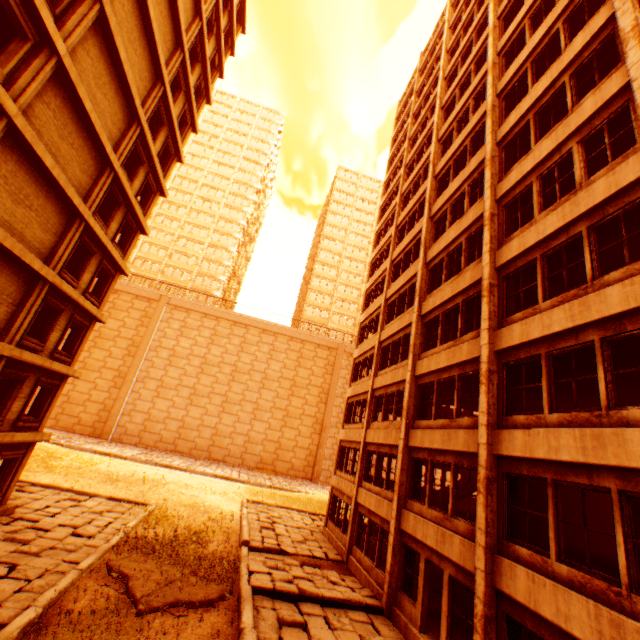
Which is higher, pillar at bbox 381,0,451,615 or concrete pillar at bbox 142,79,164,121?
concrete pillar at bbox 142,79,164,121

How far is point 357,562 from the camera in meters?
15.1

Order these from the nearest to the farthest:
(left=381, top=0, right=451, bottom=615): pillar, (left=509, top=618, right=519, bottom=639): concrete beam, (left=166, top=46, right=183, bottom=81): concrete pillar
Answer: (left=509, top=618, right=519, bottom=639): concrete beam
(left=381, top=0, right=451, bottom=615): pillar
(left=166, top=46, right=183, bottom=81): concrete pillar

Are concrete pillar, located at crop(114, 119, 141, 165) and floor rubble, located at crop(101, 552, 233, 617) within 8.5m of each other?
no

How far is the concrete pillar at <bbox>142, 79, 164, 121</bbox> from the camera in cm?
1619

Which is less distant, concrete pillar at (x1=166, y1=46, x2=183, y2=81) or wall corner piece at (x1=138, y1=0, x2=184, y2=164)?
wall corner piece at (x1=138, y1=0, x2=184, y2=164)

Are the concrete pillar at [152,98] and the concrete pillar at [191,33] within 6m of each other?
yes

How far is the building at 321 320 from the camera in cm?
5709
